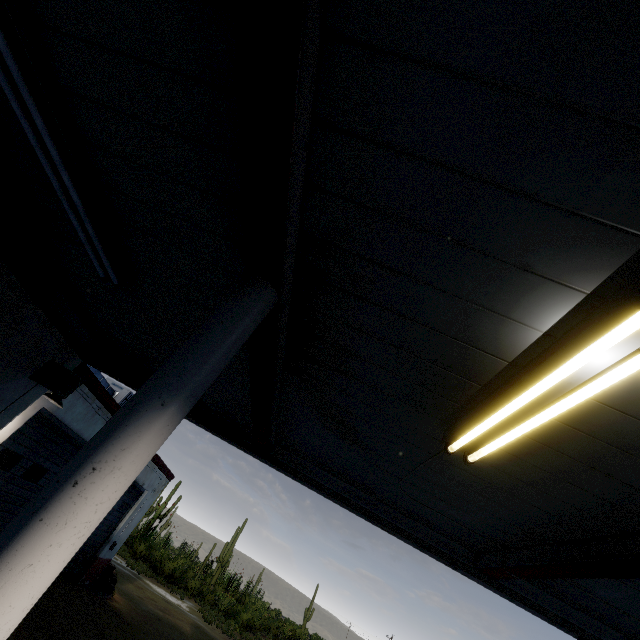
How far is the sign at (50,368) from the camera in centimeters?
506cm

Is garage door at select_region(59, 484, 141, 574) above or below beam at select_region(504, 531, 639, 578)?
below

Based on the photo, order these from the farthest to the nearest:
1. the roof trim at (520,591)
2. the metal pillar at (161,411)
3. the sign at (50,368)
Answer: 1. the sign at (50,368)
2. the roof trim at (520,591)
3. the metal pillar at (161,411)

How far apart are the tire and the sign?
11.7m

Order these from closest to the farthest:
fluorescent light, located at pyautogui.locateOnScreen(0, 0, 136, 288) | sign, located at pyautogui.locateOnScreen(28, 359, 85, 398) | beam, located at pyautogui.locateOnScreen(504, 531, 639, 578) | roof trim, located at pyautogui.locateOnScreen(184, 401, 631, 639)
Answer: fluorescent light, located at pyautogui.locateOnScreen(0, 0, 136, 288) → beam, located at pyautogui.locateOnScreen(504, 531, 639, 578) → roof trim, located at pyautogui.locateOnScreen(184, 401, 631, 639) → sign, located at pyautogui.locateOnScreen(28, 359, 85, 398)

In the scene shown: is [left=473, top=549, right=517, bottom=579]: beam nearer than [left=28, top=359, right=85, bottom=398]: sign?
Yes

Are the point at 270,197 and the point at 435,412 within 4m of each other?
yes

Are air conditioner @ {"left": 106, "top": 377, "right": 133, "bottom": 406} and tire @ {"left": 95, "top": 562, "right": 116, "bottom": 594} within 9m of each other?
yes
